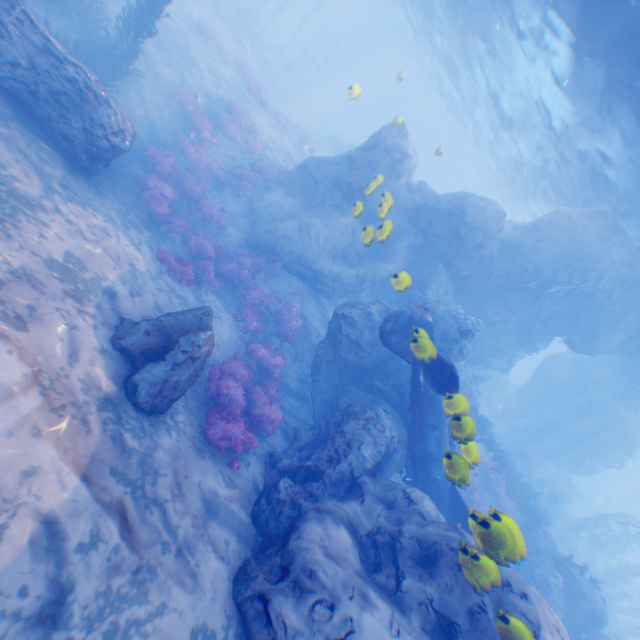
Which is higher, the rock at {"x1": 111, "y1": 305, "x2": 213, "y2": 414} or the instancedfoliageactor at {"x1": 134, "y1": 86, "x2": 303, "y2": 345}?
the rock at {"x1": 111, "y1": 305, "x2": 213, "y2": 414}

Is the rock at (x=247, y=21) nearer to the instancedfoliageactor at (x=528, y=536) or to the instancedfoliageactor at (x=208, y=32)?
the instancedfoliageactor at (x=208, y=32)

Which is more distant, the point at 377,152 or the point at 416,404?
the point at 377,152

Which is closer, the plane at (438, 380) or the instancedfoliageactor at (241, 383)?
the plane at (438, 380)

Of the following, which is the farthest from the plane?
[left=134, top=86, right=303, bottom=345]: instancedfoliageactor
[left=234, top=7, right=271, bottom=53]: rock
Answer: [left=234, top=7, right=271, bottom=53]: rock

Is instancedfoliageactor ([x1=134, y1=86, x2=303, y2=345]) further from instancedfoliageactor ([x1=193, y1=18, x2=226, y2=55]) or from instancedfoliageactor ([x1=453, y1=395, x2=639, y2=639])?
instancedfoliageactor ([x1=453, y1=395, x2=639, y2=639])

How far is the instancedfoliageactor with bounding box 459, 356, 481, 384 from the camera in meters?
18.9 m

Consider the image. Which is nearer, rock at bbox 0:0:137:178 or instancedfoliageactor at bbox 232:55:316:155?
rock at bbox 0:0:137:178
